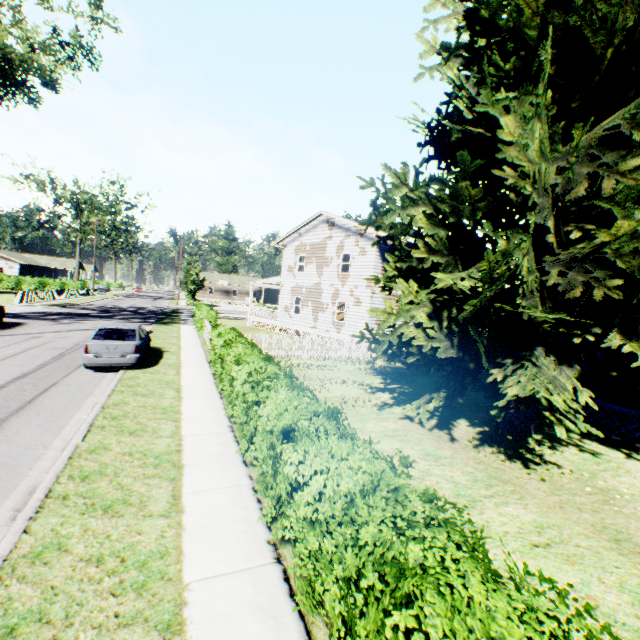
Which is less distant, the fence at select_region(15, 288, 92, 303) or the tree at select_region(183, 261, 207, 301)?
the fence at select_region(15, 288, 92, 303)

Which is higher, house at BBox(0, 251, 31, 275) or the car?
house at BBox(0, 251, 31, 275)

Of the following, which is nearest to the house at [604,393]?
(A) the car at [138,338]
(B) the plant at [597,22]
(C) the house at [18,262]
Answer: (B) the plant at [597,22]

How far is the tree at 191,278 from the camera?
53.0m

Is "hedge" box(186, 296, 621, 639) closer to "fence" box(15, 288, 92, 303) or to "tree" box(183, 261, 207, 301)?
"fence" box(15, 288, 92, 303)

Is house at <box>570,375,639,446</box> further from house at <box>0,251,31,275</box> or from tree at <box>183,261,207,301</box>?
house at <box>0,251,31,275</box>

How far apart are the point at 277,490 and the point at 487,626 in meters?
3.0 m

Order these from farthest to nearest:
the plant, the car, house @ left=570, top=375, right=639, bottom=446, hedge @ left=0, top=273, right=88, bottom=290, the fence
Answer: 1. hedge @ left=0, top=273, right=88, bottom=290
2. the fence
3. the car
4. house @ left=570, top=375, right=639, bottom=446
5. the plant
